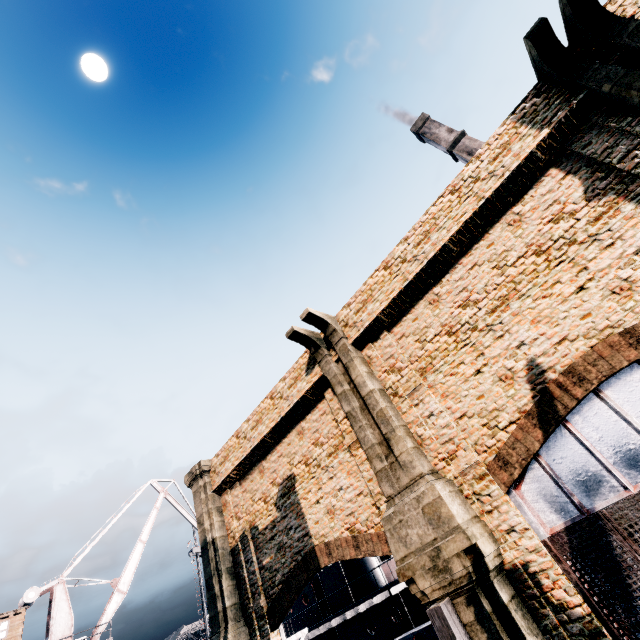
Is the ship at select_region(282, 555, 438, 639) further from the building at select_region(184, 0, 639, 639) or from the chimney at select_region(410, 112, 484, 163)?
the chimney at select_region(410, 112, 484, 163)

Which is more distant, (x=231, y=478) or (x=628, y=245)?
(x=231, y=478)

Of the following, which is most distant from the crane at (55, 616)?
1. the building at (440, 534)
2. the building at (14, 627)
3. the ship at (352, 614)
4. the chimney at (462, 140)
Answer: the chimney at (462, 140)

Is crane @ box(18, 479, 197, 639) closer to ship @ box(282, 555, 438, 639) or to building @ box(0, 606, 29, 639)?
building @ box(0, 606, 29, 639)

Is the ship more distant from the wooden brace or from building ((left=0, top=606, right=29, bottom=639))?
building ((left=0, top=606, right=29, bottom=639))

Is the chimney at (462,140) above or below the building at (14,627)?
above

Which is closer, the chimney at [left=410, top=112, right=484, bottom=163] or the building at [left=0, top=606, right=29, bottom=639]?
the building at [left=0, top=606, right=29, bottom=639]

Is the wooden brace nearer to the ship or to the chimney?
the ship
